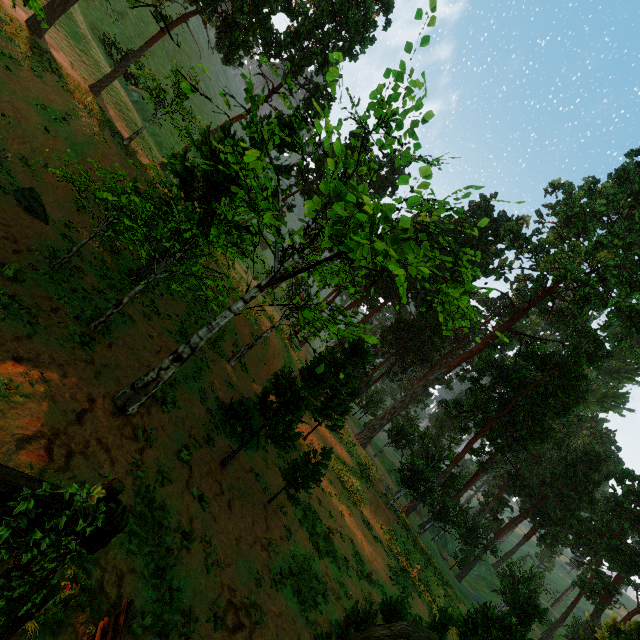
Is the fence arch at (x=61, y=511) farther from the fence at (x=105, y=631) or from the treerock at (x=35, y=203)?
the fence at (x=105, y=631)

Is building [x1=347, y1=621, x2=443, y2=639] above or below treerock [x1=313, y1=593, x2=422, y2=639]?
above

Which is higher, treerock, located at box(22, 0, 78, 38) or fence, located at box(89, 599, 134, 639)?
treerock, located at box(22, 0, 78, 38)

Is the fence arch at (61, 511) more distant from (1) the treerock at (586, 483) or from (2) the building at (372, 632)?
(1) the treerock at (586, 483)

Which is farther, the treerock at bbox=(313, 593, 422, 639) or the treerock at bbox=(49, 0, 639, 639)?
the treerock at bbox=(49, 0, 639, 639)

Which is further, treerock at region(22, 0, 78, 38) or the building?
treerock at region(22, 0, 78, 38)

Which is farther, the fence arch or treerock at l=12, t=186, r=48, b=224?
treerock at l=12, t=186, r=48, b=224

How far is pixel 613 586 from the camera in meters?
33.3 m
